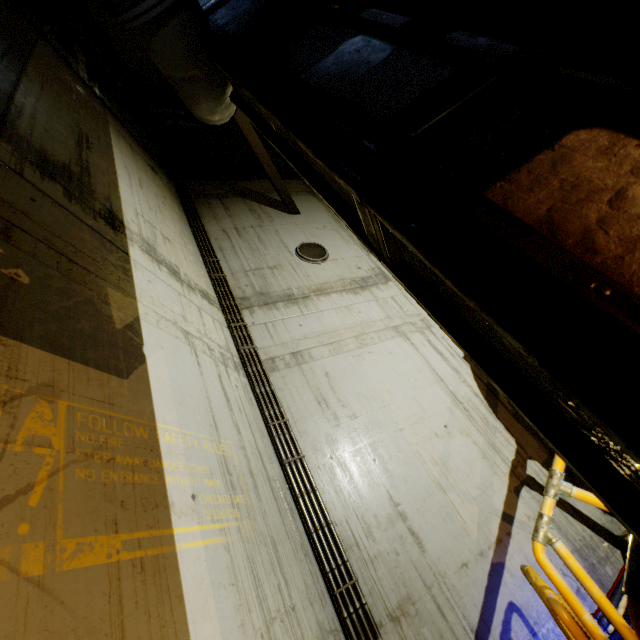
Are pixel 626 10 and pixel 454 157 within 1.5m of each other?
yes

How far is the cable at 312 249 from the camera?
7.6 meters

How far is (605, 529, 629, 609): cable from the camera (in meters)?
3.79

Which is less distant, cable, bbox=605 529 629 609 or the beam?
the beam

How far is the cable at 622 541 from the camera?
3.8 meters

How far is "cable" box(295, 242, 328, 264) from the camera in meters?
7.6

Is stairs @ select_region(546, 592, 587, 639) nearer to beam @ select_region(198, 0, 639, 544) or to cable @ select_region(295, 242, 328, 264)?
beam @ select_region(198, 0, 639, 544)

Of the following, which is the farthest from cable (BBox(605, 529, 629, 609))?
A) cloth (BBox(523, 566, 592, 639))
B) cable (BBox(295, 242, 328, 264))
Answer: cable (BBox(295, 242, 328, 264))
